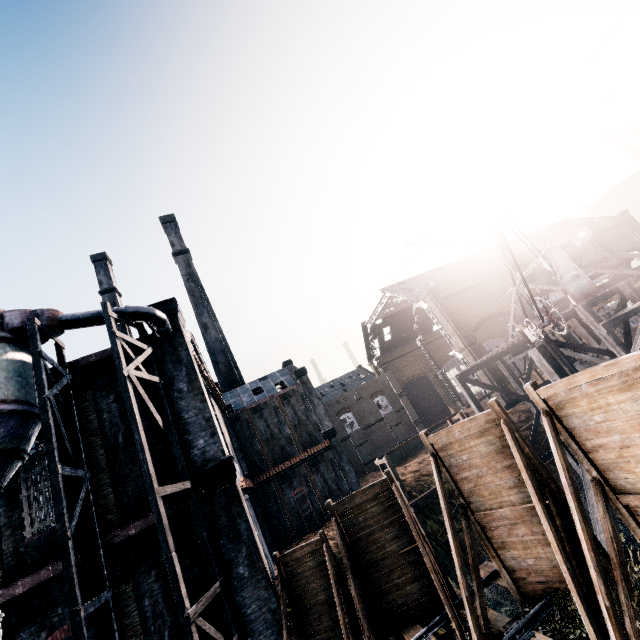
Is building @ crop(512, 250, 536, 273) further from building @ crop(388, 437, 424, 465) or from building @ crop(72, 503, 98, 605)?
building @ crop(72, 503, 98, 605)

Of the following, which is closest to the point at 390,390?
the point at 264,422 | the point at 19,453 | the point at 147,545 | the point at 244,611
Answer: the point at 264,422

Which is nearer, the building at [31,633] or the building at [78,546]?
the building at [31,633]

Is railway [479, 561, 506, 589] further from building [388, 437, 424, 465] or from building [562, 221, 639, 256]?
building [562, 221, 639, 256]

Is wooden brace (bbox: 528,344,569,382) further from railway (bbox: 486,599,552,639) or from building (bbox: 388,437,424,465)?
building (bbox: 388,437,424,465)

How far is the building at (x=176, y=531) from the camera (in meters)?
12.06

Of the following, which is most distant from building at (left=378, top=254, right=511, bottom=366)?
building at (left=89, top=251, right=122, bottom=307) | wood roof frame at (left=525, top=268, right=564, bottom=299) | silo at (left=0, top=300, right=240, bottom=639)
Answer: building at (left=89, top=251, right=122, bottom=307)

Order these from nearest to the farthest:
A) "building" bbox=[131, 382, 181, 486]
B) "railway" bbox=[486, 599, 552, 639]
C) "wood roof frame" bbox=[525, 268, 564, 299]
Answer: "railway" bbox=[486, 599, 552, 639] → "building" bbox=[131, 382, 181, 486] → "wood roof frame" bbox=[525, 268, 564, 299]
